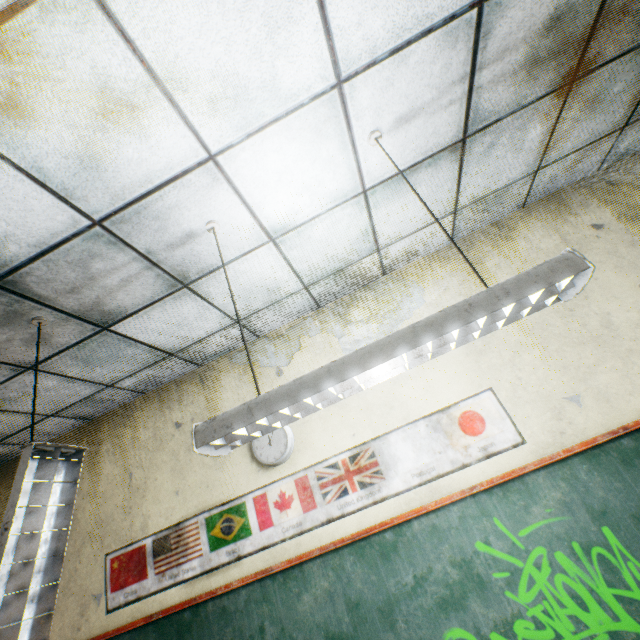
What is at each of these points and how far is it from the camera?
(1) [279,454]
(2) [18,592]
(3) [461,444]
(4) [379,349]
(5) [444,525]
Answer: (1) clock, 2.6 meters
(2) lamp, 1.3 meters
(3) banner, 2.3 meters
(4) lamp, 1.1 meters
(5) blackboard, 2.1 meters

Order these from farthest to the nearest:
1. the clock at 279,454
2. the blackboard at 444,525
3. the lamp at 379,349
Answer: the clock at 279,454
the blackboard at 444,525
the lamp at 379,349

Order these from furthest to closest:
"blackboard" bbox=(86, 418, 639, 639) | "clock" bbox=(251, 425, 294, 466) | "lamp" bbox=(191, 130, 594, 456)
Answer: "clock" bbox=(251, 425, 294, 466), "blackboard" bbox=(86, 418, 639, 639), "lamp" bbox=(191, 130, 594, 456)

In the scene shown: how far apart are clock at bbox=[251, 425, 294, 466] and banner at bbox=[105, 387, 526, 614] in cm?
10

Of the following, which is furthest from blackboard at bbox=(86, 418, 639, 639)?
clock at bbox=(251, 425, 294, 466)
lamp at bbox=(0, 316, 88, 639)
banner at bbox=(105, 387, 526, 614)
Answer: lamp at bbox=(0, 316, 88, 639)

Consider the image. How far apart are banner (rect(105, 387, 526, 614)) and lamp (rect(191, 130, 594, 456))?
1.3m

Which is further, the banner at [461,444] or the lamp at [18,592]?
the banner at [461,444]

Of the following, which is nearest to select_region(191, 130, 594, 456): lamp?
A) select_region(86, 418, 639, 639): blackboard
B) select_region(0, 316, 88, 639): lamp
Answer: select_region(0, 316, 88, 639): lamp
